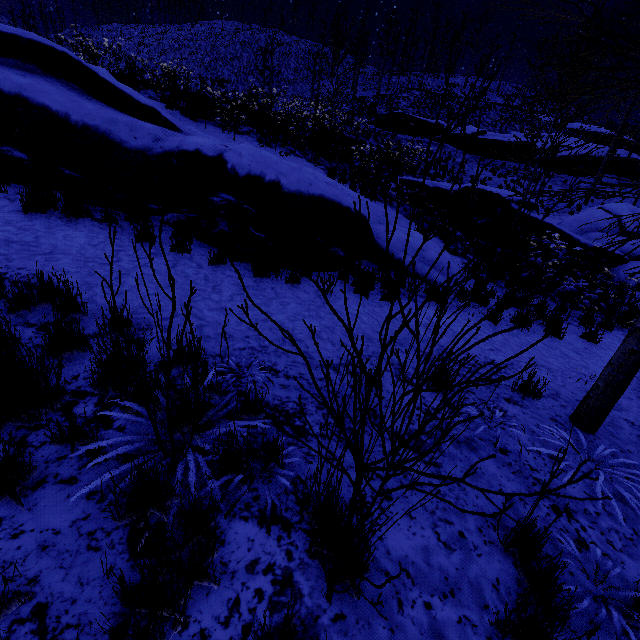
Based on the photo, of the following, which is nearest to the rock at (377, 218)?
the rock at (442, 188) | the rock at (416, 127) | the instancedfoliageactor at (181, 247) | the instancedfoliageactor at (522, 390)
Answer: → the instancedfoliageactor at (181, 247)

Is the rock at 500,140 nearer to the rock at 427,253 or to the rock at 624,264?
the rock at 624,264

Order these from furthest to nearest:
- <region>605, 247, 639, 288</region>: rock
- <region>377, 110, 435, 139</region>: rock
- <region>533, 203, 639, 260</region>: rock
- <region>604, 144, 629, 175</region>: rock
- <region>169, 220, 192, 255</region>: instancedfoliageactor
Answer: <region>604, 144, 629, 175</region>: rock < <region>377, 110, 435, 139</region>: rock < <region>533, 203, 639, 260</region>: rock < <region>605, 247, 639, 288</region>: rock < <region>169, 220, 192, 255</region>: instancedfoliageactor

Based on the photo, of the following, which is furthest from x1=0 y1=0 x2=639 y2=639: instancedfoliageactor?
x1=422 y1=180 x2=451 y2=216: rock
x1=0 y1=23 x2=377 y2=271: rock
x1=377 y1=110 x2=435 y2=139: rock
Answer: x1=377 y1=110 x2=435 y2=139: rock

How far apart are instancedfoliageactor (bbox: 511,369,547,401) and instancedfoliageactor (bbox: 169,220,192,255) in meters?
5.1

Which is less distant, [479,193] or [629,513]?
[629,513]

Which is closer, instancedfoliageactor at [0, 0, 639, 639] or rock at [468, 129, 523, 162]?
instancedfoliageactor at [0, 0, 639, 639]

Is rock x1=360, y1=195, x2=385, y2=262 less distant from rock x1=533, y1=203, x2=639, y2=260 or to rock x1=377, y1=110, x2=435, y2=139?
rock x1=533, y1=203, x2=639, y2=260
